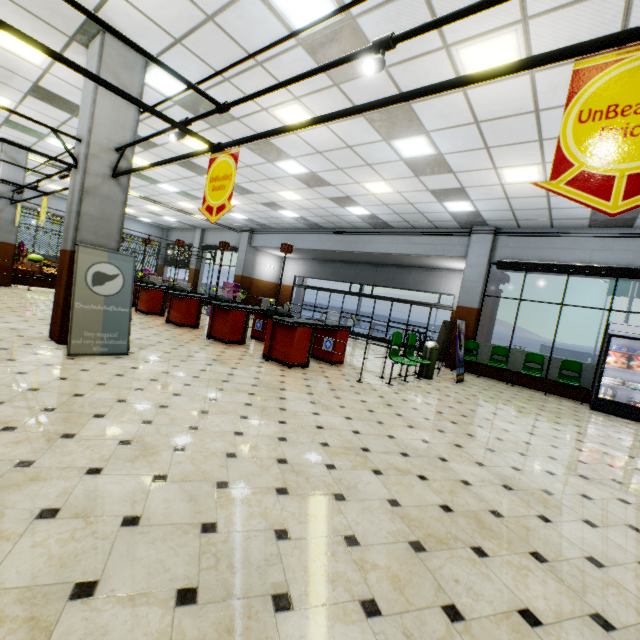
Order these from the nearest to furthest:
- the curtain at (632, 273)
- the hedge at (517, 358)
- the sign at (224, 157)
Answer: the sign at (224, 157) < the curtain at (632, 273) < the hedge at (517, 358)

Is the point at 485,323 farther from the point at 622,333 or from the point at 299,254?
the point at 299,254

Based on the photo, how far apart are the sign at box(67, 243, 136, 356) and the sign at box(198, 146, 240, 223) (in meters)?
2.42

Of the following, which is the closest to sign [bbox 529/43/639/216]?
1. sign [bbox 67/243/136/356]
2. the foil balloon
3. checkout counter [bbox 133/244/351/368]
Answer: Answer: checkout counter [bbox 133/244/351/368]

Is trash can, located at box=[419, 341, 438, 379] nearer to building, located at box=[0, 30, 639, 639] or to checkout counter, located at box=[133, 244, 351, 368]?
building, located at box=[0, 30, 639, 639]

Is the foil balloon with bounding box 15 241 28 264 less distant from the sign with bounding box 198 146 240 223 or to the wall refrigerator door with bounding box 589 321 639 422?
the sign with bounding box 198 146 240 223

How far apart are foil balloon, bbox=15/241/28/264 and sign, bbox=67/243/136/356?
→ 9.3m

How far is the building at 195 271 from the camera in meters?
21.7
